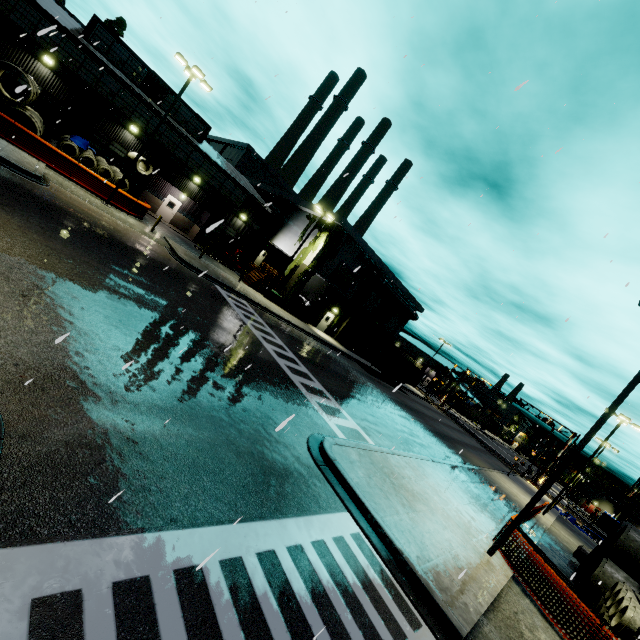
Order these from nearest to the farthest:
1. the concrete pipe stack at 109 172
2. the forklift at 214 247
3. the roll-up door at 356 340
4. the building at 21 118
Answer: the concrete pipe stack at 109 172 → the building at 21 118 → the forklift at 214 247 → the roll-up door at 356 340

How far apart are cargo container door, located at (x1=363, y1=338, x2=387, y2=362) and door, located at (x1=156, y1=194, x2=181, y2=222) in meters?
24.7 m

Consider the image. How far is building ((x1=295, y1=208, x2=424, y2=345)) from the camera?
33.6 meters

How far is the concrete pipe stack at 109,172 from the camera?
21.2m

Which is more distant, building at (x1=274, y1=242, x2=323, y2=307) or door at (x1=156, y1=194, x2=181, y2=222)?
door at (x1=156, y1=194, x2=181, y2=222)

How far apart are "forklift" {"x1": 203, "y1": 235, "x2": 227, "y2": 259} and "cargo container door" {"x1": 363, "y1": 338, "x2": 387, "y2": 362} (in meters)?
18.18

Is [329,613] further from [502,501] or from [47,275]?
[502,501]

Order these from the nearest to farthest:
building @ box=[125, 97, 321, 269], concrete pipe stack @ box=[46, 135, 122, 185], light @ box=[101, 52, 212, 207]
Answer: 1. light @ box=[101, 52, 212, 207]
2. concrete pipe stack @ box=[46, 135, 122, 185]
3. building @ box=[125, 97, 321, 269]
